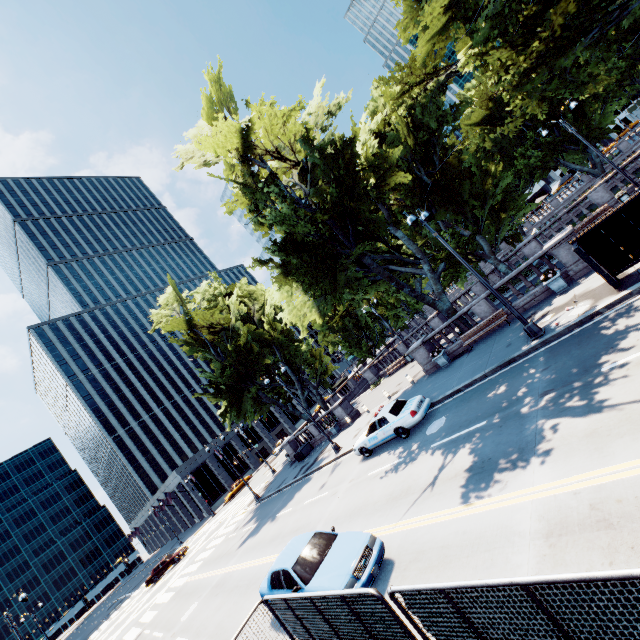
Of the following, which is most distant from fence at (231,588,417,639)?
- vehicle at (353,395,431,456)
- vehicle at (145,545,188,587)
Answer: vehicle at (145,545,188,587)

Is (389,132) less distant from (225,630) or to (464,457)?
(464,457)

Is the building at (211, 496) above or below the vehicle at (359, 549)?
above

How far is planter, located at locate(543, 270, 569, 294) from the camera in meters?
15.4

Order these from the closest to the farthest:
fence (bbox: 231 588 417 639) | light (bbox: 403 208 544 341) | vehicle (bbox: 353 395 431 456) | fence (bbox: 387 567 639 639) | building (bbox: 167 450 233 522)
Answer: fence (bbox: 387 567 639 639) → fence (bbox: 231 588 417 639) → light (bbox: 403 208 544 341) → vehicle (bbox: 353 395 431 456) → building (bbox: 167 450 233 522)

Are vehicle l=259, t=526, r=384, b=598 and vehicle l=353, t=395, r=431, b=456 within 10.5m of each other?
yes

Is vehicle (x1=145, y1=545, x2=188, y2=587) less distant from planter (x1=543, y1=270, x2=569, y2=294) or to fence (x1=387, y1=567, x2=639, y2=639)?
fence (x1=387, y1=567, x2=639, y2=639)

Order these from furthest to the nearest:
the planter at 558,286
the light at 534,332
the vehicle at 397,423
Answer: the planter at 558,286 → the vehicle at 397,423 → the light at 534,332
